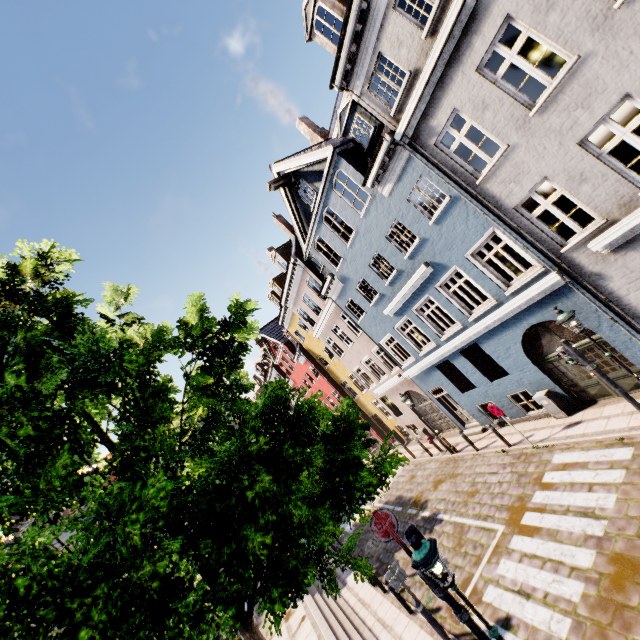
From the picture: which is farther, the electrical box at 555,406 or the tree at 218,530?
the electrical box at 555,406

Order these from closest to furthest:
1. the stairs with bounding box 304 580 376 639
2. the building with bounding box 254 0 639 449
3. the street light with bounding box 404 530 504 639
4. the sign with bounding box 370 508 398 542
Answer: the street light with bounding box 404 530 504 639, the sign with bounding box 370 508 398 542, the building with bounding box 254 0 639 449, the stairs with bounding box 304 580 376 639

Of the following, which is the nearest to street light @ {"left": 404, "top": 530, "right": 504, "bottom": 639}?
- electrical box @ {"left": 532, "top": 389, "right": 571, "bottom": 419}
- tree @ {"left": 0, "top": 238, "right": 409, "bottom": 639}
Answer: tree @ {"left": 0, "top": 238, "right": 409, "bottom": 639}

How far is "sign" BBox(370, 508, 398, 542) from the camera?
5.83m

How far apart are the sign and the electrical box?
8.6 meters

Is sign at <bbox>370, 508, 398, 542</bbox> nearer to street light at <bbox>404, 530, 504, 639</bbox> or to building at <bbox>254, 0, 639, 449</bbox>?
street light at <bbox>404, 530, 504, 639</bbox>

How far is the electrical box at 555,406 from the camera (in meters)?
11.38

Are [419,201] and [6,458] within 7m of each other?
no
